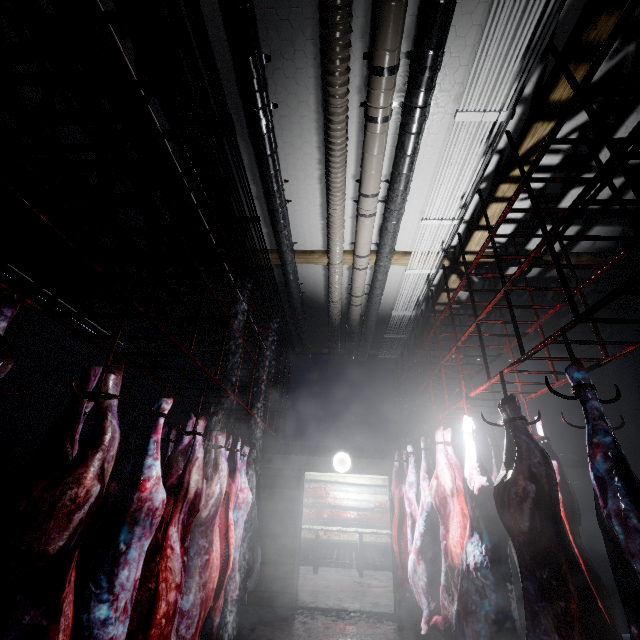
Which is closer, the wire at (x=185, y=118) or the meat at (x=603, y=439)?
the meat at (x=603, y=439)

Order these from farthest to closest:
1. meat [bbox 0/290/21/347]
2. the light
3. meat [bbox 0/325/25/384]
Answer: the light
meat [bbox 0/325/25/384]
meat [bbox 0/290/21/347]

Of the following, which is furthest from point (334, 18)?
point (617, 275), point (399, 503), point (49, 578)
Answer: point (399, 503)

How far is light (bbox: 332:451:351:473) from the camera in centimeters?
538cm

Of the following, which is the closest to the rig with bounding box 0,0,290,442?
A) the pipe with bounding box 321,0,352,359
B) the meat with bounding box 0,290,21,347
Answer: the meat with bounding box 0,290,21,347

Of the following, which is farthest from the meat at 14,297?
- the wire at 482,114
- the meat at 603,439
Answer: the wire at 482,114

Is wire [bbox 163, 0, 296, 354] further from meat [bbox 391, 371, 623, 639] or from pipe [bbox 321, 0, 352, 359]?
meat [bbox 391, 371, 623, 639]

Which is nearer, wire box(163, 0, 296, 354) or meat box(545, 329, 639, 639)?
meat box(545, 329, 639, 639)
